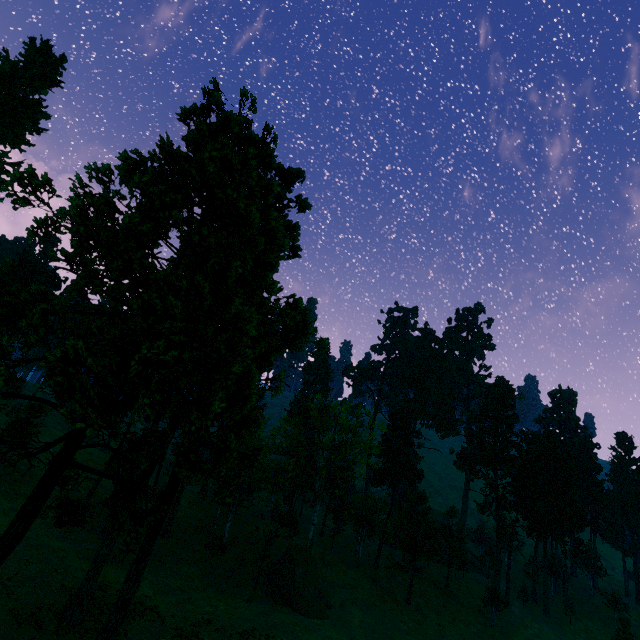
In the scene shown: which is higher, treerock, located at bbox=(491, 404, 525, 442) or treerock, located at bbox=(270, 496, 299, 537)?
treerock, located at bbox=(491, 404, 525, 442)

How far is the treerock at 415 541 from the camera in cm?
3762

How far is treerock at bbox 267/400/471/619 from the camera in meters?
37.6

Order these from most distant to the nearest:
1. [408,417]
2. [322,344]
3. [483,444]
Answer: [483,444]
[408,417]
[322,344]

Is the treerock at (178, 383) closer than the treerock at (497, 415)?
Yes

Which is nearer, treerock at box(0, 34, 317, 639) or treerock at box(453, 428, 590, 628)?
treerock at box(0, 34, 317, 639)
